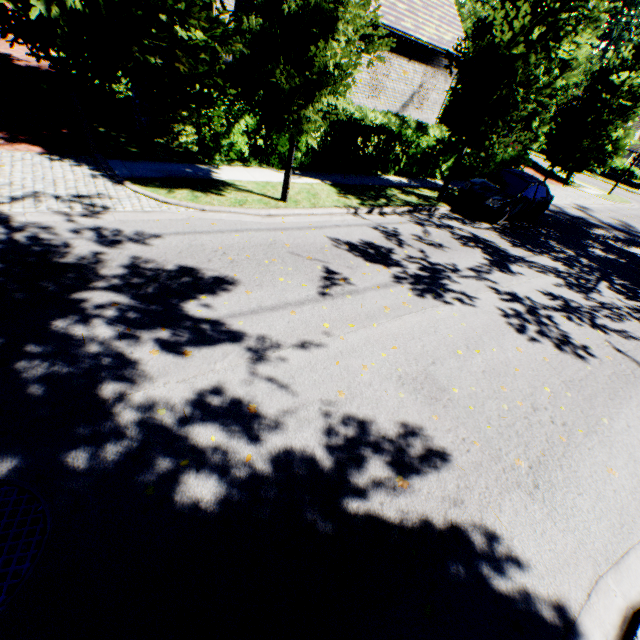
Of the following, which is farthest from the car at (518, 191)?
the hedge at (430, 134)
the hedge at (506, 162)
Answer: the hedge at (506, 162)

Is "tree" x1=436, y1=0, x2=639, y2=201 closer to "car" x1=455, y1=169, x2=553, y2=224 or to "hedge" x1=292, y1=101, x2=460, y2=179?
"car" x1=455, y1=169, x2=553, y2=224

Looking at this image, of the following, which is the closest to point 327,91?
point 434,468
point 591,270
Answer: point 434,468

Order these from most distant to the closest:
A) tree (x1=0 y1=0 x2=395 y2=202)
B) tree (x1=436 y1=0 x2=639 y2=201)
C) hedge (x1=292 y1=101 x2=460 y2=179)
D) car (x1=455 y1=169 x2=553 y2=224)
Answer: car (x1=455 y1=169 x2=553 y2=224), hedge (x1=292 y1=101 x2=460 y2=179), tree (x1=436 y1=0 x2=639 y2=201), tree (x1=0 y1=0 x2=395 y2=202)

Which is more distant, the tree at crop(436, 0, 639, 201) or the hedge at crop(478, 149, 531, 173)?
the hedge at crop(478, 149, 531, 173)

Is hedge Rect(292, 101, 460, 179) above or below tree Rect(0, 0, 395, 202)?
below

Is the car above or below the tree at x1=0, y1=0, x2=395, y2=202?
below

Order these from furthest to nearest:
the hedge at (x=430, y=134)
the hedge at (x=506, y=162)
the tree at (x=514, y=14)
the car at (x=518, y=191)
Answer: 1. the hedge at (x=506, y=162)
2. the car at (x=518, y=191)
3. the hedge at (x=430, y=134)
4. the tree at (x=514, y=14)
